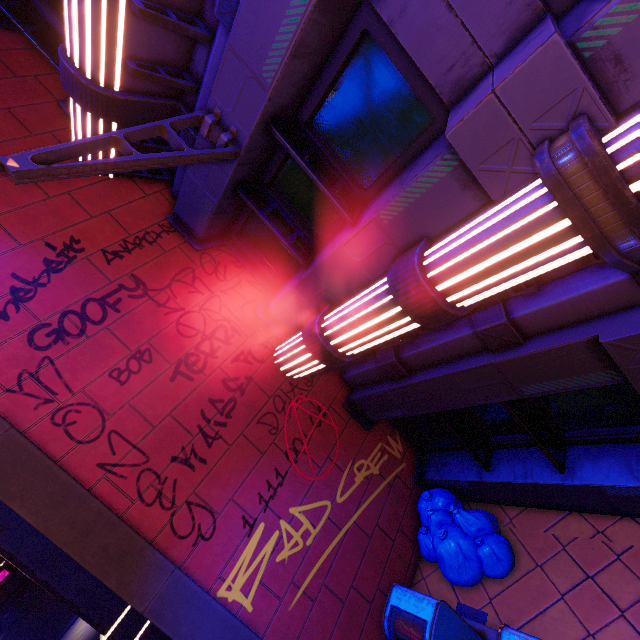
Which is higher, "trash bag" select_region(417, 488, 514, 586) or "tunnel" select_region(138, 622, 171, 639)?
"tunnel" select_region(138, 622, 171, 639)

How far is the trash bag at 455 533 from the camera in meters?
4.9 m

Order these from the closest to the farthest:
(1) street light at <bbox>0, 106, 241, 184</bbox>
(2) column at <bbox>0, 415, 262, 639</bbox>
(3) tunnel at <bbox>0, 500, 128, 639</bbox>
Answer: (1) street light at <bbox>0, 106, 241, 184</bbox> → (2) column at <bbox>0, 415, 262, 639</bbox> → (3) tunnel at <bbox>0, 500, 128, 639</bbox>

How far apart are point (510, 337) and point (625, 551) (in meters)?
3.22

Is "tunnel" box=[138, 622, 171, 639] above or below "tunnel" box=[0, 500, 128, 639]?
below

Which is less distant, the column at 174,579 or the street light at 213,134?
the street light at 213,134

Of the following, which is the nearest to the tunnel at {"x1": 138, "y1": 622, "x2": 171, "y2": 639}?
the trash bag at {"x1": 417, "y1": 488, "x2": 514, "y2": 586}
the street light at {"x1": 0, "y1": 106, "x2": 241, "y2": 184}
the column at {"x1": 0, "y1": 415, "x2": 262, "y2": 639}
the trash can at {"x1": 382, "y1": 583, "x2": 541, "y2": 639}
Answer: the column at {"x1": 0, "y1": 415, "x2": 262, "y2": 639}
